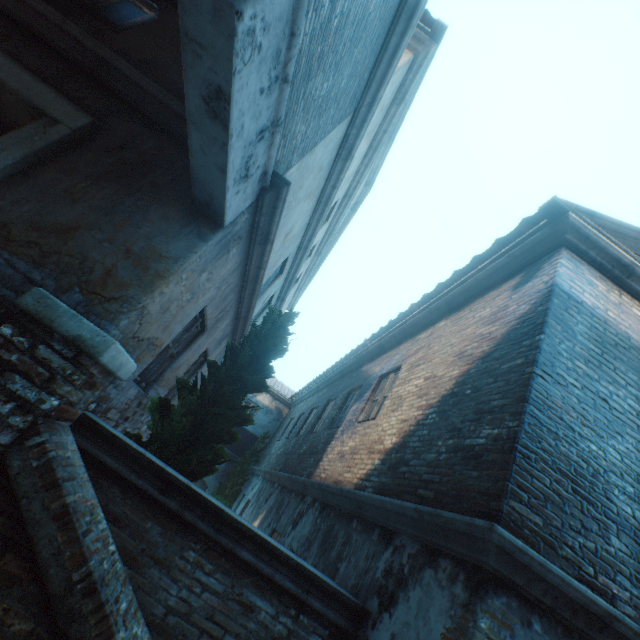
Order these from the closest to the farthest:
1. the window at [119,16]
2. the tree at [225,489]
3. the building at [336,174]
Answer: the building at [336,174] → the window at [119,16] → the tree at [225,489]

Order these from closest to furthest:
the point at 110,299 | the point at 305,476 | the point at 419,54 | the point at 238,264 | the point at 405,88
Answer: the point at 110,299 → the point at 238,264 → the point at 419,54 → the point at 405,88 → the point at 305,476

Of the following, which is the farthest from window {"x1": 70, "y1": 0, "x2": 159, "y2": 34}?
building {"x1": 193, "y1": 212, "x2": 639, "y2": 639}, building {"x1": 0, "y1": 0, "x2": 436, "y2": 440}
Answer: building {"x1": 193, "y1": 212, "x2": 639, "y2": 639}

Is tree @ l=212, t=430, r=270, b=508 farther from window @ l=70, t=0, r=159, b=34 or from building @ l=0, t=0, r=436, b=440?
window @ l=70, t=0, r=159, b=34

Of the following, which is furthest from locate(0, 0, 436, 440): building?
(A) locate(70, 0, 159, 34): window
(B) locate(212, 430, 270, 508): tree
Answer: (B) locate(212, 430, 270, 508): tree

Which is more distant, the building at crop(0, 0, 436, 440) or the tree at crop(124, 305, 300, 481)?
the tree at crop(124, 305, 300, 481)

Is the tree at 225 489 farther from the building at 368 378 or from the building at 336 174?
the building at 368 378

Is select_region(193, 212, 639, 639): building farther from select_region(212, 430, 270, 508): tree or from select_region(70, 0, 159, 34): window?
select_region(212, 430, 270, 508): tree
